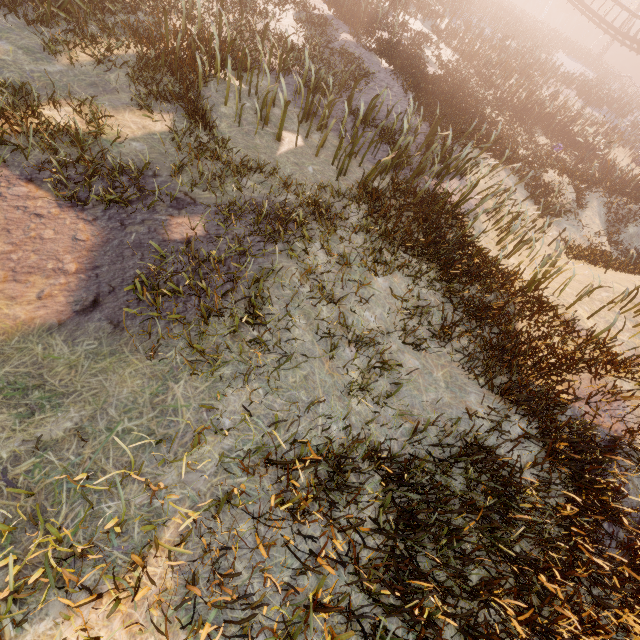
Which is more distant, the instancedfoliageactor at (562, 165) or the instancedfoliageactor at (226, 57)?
the instancedfoliageactor at (226, 57)

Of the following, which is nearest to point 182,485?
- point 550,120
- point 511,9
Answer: point 550,120

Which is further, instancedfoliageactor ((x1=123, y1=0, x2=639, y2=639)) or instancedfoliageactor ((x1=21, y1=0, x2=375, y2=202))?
instancedfoliageactor ((x1=21, y1=0, x2=375, y2=202))
